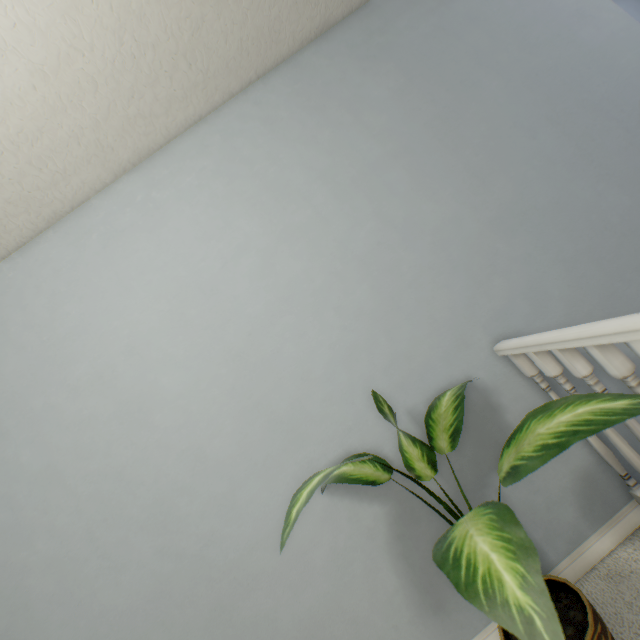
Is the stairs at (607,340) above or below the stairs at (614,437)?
above

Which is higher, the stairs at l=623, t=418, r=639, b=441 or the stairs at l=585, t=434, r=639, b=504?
the stairs at l=623, t=418, r=639, b=441

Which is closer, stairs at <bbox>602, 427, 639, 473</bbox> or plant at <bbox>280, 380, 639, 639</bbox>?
plant at <bbox>280, 380, 639, 639</bbox>

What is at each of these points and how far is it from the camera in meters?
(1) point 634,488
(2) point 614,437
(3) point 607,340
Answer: (1) stairs, 1.1
(2) stairs, 1.1
(3) stairs, 0.8

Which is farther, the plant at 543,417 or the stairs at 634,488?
the stairs at 634,488
